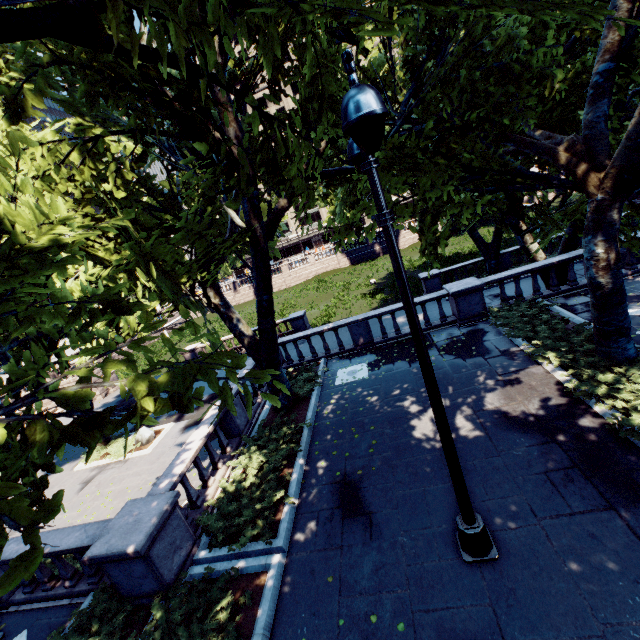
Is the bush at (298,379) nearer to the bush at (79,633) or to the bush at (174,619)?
the bush at (174,619)

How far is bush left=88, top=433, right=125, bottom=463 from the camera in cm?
1681

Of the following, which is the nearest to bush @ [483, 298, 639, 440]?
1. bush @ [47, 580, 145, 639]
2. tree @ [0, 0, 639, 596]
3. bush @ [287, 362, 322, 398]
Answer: tree @ [0, 0, 639, 596]

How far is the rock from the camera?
17.3m

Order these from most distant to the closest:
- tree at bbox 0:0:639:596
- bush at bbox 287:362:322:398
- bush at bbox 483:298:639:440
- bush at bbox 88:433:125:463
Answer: bush at bbox 88:433:125:463, bush at bbox 287:362:322:398, bush at bbox 483:298:639:440, tree at bbox 0:0:639:596

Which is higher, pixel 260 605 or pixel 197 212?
pixel 197 212

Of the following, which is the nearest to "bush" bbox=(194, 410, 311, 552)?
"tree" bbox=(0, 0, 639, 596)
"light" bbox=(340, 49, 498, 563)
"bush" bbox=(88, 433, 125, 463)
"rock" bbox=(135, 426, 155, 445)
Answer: "tree" bbox=(0, 0, 639, 596)

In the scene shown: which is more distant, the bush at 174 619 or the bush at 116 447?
the bush at 116 447
